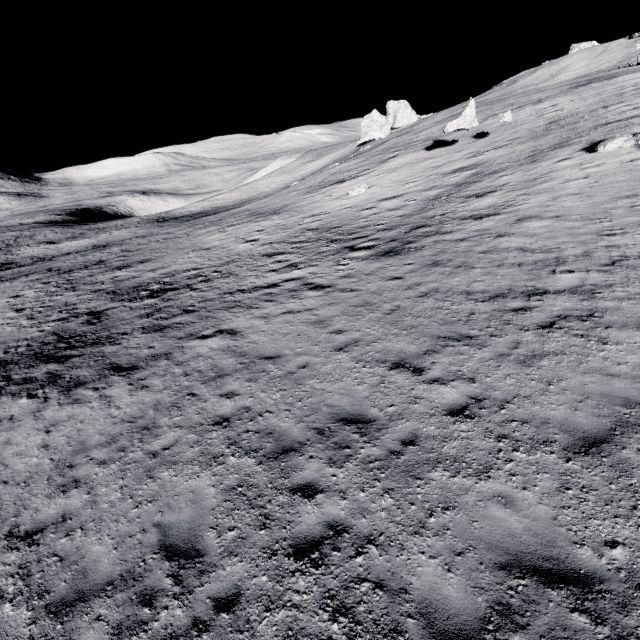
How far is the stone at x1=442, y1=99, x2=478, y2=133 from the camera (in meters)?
25.95

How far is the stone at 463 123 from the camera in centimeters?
2595cm

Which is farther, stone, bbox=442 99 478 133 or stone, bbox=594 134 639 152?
stone, bbox=442 99 478 133

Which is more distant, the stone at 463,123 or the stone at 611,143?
the stone at 463,123

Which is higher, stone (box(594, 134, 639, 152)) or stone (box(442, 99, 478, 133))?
stone (box(442, 99, 478, 133))

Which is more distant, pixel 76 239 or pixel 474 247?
pixel 76 239
